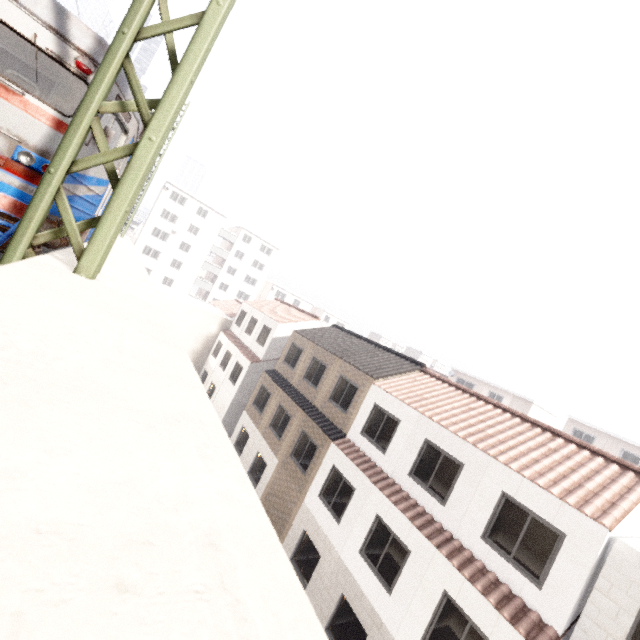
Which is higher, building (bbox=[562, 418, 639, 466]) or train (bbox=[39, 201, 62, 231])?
building (bbox=[562, 418, 639, 466])

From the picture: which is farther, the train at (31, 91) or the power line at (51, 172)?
the train at (31, 91)

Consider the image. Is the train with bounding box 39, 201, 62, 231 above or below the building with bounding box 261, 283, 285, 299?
below

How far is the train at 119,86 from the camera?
5.21m

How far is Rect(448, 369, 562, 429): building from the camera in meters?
32.2

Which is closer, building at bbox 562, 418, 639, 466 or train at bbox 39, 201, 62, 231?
train at bbox 39, 201, 62, 231

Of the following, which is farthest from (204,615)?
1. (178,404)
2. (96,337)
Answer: (96,337)

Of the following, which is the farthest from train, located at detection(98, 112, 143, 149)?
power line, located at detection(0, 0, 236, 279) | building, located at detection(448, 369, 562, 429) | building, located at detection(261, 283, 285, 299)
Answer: building, located at detection(261, 283, 285, 299)
